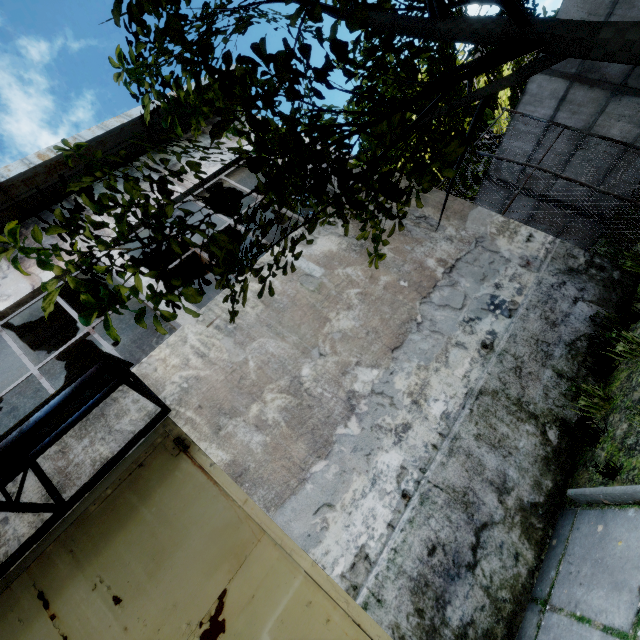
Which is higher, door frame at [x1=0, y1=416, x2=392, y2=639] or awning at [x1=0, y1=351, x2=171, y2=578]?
awning at [x1=0, y1=351, x2=171, y2=578]

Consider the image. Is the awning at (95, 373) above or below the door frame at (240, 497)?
above

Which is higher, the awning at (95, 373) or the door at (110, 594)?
the awning at (95, 373)

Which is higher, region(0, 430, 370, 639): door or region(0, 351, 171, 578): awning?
region(0, 351, 171, 578): awning

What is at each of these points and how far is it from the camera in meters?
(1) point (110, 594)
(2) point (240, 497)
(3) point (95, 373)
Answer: (1) door, 3.3
(2) door frame, 3.7
(3) awning, 3.0
